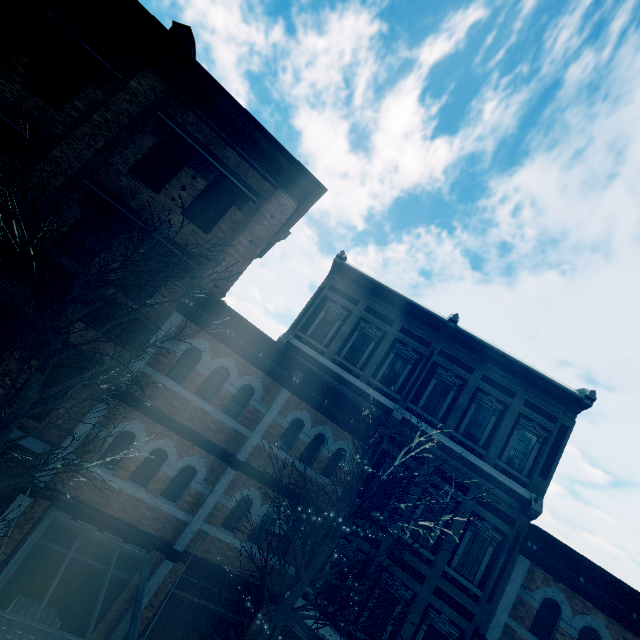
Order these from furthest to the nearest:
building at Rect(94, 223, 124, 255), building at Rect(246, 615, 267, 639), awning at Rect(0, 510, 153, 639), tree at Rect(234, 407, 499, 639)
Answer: building at Rect(246, 615, 267, 639) → building at Rect(94, 223, 124, 255) → tree at Rect(234, 407, 499, 639) → awning at Rect(0, 510, 153, 639)

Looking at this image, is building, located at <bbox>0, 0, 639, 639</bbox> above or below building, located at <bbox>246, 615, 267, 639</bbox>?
above

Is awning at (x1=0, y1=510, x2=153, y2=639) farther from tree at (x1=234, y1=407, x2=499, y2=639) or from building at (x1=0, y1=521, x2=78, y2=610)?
tree at (x1=234, y1=407, x2=499, y2=639)

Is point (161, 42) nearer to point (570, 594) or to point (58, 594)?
point (58, 594)

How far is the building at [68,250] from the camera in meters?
8.4

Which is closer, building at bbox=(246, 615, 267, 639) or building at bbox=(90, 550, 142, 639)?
building at bbox=(90, 550, 142, 639)
